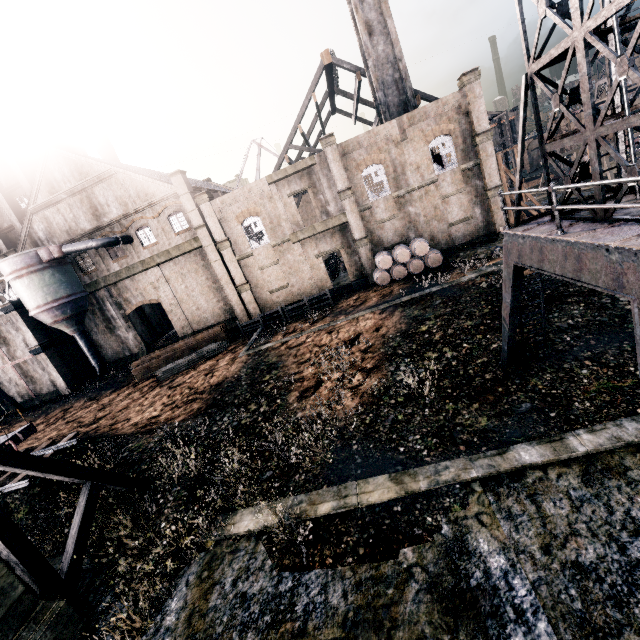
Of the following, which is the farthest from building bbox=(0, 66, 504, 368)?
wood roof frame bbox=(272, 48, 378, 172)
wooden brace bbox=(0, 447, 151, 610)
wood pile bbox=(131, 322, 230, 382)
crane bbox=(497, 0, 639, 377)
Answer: wooden brace bbox=(0, 447, 151, 610)

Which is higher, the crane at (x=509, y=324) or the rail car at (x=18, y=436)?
the crane at (x=509, y=324)

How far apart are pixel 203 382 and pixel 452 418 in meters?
17.8 m

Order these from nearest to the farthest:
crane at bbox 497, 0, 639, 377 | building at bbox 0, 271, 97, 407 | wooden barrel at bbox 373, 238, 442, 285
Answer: crane at bbox 497, 0, 639, 377 → wooden barrel at bbox 373, 238, 442, 285 → building at bbox 0, 271, 97, 407

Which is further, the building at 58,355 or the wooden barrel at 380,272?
the building at 58,355

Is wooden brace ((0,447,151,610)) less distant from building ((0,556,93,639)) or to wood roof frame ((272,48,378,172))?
wood roof frame ((272,48,378,172))

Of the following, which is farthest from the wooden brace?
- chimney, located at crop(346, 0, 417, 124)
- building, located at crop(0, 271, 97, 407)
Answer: chimney, located at crop(346, 0, 417, 124)

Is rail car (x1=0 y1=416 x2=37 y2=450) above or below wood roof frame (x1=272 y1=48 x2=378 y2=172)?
below
